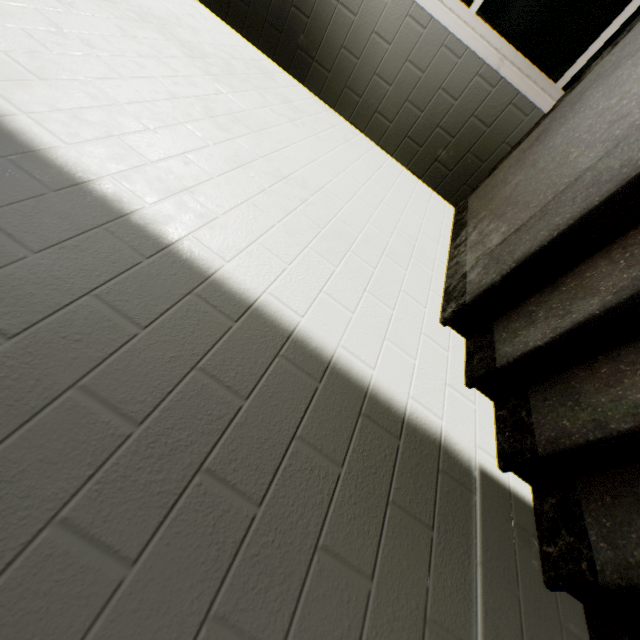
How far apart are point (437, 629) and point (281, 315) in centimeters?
95cm
